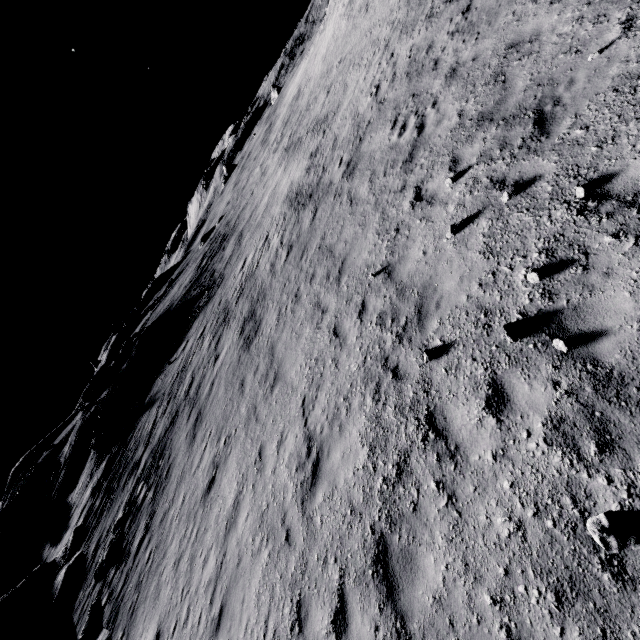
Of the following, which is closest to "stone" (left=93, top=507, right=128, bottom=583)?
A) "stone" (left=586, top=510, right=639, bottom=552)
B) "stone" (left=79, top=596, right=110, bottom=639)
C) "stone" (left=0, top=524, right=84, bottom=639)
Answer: "stone" (left=79, top=596, right=110, bottom=639)

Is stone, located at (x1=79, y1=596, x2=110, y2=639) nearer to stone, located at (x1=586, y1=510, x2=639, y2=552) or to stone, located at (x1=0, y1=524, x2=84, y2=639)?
stone, located at (x1=0, y1=524, x2=84, y2=639)

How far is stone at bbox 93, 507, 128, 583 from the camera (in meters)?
15.09

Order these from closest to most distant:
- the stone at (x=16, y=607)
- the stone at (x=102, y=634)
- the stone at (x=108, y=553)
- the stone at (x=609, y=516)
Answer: the stone at (x=609, y=516)
the stone at (x=102, y=634)
the stone at (x=108, y=553)
the stone at (x=16, y=607)

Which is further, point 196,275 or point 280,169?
point 196,275

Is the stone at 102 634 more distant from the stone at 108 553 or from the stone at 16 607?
the stone at 16 607

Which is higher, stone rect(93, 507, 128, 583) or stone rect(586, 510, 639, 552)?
stone rect(93, 507, 128, 583)
